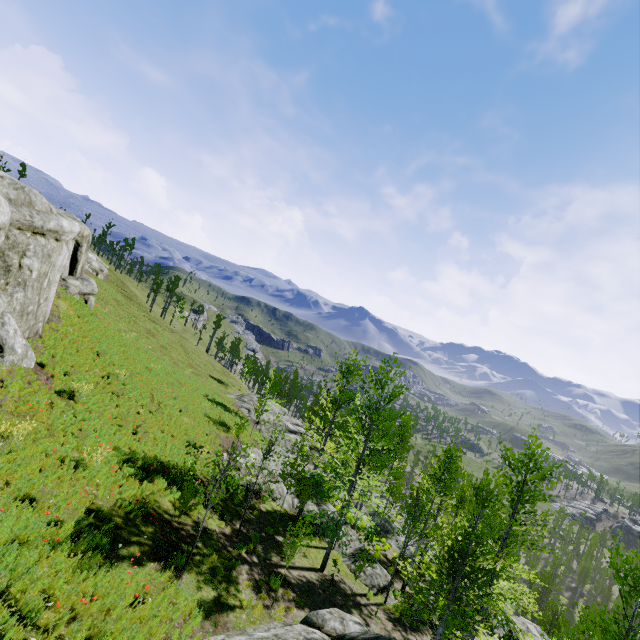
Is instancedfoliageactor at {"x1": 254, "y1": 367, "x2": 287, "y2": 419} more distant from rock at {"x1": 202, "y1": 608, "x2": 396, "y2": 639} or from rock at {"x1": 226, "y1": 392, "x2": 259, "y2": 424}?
rock at {"x1": 202, "y1": 608, "x2": 396, "y2": 639}

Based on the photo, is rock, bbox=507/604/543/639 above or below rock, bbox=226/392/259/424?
below

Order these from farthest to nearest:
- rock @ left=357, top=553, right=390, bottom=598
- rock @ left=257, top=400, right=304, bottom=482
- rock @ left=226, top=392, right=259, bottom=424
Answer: rock @ left=226, top=392, right=259, bottom=424 < rock @ left=257, top=400, right=304, bottom=482 < rock @ left=357, top=553, right=390, bottom=598

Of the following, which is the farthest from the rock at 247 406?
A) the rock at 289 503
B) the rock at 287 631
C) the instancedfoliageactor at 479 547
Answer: the rock at 289 503

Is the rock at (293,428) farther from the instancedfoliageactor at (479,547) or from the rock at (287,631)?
the rock at (287,631)

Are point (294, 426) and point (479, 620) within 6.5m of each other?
no

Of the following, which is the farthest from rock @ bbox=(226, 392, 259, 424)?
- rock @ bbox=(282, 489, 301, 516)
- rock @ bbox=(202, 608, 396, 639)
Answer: rock @ bbox=(282, 489, 301, 516)
